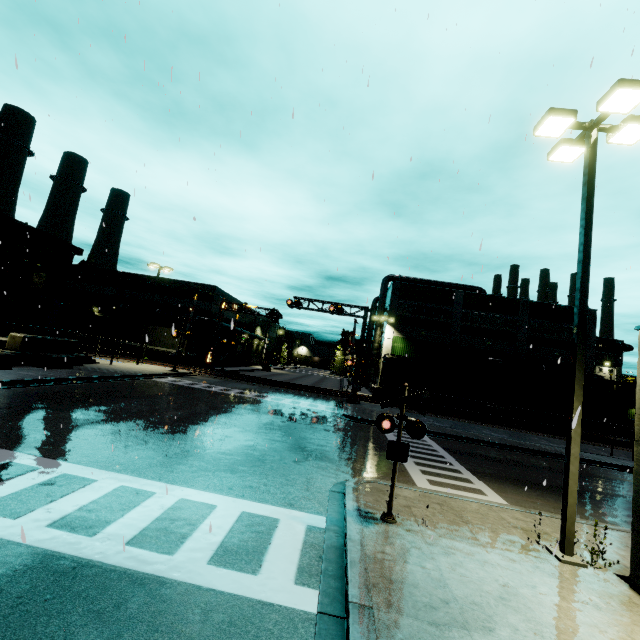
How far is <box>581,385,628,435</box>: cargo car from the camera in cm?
3281

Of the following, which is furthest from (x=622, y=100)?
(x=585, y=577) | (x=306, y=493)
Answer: (x=306, y=493)

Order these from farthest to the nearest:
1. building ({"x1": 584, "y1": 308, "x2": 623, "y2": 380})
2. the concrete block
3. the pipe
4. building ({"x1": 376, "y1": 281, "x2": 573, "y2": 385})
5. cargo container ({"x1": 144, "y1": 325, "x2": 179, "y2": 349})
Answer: building ({"x1": 376, "y1": 281, "x2": 573, "y2": 385})
building ({"x1": 584, "y1": 308, "x2": 623, "y2": 380})
cargo container ({"x1": 144, "y1": 325, "x2": 179, "y2": 349})
the pipe
the concrete block

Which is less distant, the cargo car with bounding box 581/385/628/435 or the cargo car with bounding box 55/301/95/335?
the cargo car with bounding box 581/385/628/435

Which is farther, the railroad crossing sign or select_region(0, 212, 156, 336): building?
select_region(0, 212, 156, 336): building

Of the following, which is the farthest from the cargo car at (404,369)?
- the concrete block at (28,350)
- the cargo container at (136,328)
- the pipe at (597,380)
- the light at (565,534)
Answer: the concrete block at (28,350)

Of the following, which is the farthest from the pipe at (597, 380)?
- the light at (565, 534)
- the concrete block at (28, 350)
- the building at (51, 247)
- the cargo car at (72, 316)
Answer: the concrete block at (28, 350)
